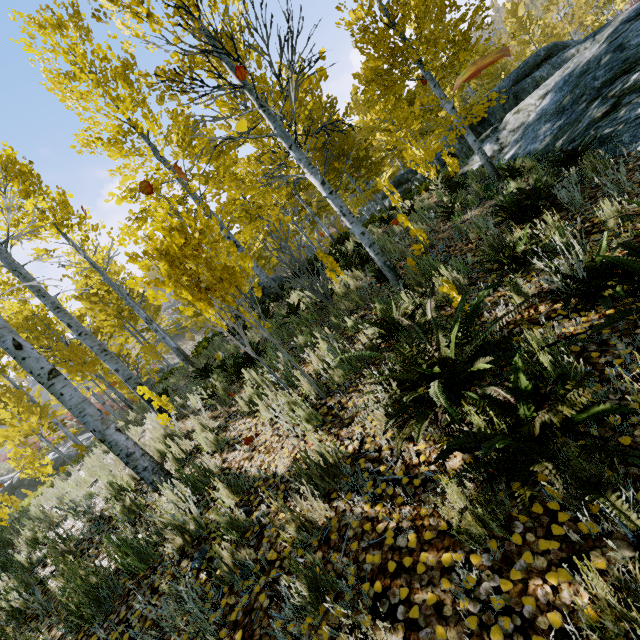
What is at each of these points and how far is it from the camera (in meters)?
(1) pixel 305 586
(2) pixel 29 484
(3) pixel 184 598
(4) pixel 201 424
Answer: (1) instancedfoliageactor, 1.77
(2) rock, 22.55
(3) instancedfoliageactor, 2.24
(4) instancedfoliageactor, 4.97

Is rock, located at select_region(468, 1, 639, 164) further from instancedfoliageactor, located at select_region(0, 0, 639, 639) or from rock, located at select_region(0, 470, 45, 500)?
rock, located at select_region(0, 470, 45, 500)

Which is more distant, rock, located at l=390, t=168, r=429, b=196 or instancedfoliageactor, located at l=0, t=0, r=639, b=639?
rock, located at l=390, t=168, r=429, b=196

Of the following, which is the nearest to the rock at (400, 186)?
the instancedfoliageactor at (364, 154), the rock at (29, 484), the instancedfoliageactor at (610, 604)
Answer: the instancedfoliageactor at (364, 154)

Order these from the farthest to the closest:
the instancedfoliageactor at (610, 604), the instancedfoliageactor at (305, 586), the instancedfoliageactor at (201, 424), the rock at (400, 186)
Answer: the rock at (400, 186)
the instancedfoliageactor at (201, 424)
the instancedfoliageactor at (305, 586)
the instancedfoliageactor at (610, 604)

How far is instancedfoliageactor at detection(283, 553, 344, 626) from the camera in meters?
1.7 m

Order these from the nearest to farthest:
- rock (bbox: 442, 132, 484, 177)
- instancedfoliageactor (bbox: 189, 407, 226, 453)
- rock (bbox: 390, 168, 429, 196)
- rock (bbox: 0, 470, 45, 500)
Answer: instancedfoliageactor (bbox: 189, 407, 226, 453)
rock (bbox: 442, 132, 484, 177)
rock (bbox: 390, 168, 429, 196)
rock (bbox: 0, 470, 45, 500)

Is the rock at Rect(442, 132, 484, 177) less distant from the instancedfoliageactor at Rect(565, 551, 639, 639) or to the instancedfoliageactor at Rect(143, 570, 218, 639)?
the instancedfoliageactor at Rect(143, 570, 218, 639)
